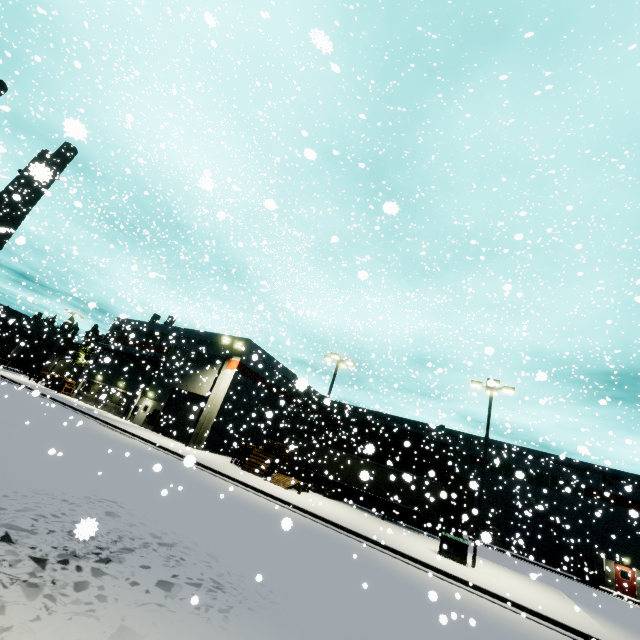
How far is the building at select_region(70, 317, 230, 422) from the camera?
31.95m

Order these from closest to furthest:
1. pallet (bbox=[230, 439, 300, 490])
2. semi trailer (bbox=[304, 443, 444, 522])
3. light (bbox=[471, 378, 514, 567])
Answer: light (bbox=[471, 378, 514, 567]) < pallet (bbox=[230, 439, 300, 490]) < semi trailer (bbox=[304, 443, 444, 522])

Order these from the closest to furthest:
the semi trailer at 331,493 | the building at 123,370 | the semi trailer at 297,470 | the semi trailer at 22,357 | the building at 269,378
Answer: the semi trailer at 331,493, the semi trailer at 297,470, the building at 269,378, the building at 123,370, the semi trailer at 22,357

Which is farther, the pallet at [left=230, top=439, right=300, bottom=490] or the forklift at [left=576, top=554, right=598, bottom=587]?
the forklift at [left=576, top=554, right=598, bottom=587]

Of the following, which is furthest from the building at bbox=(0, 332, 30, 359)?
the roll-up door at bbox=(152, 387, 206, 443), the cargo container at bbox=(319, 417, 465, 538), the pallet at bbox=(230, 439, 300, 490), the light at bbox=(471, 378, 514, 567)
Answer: the light at bbox=(471, 378, 514, 567)

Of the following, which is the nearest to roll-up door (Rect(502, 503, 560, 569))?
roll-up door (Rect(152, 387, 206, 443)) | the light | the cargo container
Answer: the cargo container

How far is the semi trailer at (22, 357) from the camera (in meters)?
52.72

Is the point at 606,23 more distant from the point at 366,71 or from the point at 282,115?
the point at 282,115
